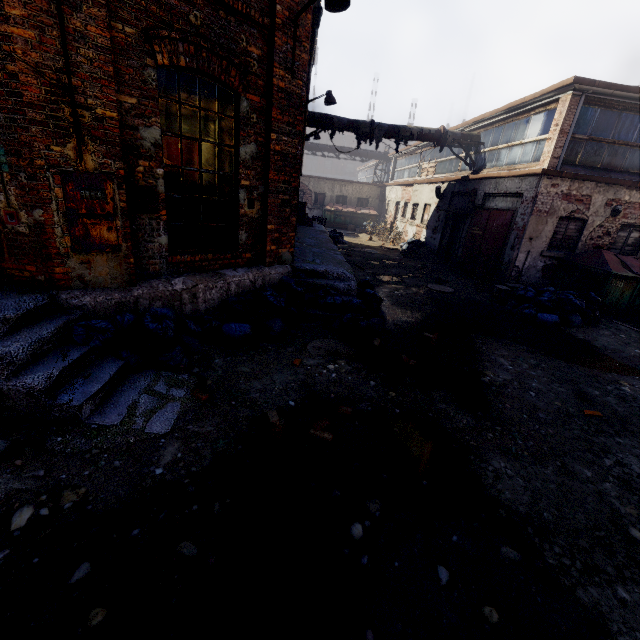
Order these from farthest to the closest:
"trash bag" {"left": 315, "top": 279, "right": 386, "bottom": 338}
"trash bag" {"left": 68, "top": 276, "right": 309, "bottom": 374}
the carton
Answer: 1. the carton
2. "trash bag" {"left": 315, "top": 279, "right": 386, "bottom": 338}
3. "trash bag" {"left": 68, "top": 276, "right": 309, "bottom": 374}

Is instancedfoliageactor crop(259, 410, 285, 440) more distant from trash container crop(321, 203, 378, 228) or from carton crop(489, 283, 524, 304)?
trash container crop(321, 203, 378, 228)

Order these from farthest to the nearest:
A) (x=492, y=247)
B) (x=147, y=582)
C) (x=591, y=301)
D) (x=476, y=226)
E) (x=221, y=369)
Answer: (x=476, y=226)
(x=492, y=247)
(x=591, y=301)
(x=221, y=369)
(x=147, y=582)

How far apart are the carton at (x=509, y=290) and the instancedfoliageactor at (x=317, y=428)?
8.2 meters

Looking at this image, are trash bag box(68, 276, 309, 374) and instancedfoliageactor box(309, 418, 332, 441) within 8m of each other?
yes

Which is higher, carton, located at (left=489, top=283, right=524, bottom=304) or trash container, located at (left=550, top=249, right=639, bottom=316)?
trash container, located at (left=550, top=249, right=639, bottom=316)

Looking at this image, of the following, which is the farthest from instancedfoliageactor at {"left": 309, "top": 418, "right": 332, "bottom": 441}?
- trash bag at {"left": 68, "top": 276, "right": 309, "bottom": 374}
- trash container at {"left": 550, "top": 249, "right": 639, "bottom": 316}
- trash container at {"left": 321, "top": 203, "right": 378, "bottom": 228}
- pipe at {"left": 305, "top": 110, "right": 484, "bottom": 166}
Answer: trash container at {"left": 321, "top": 203, "right": 378, "bottom": 228}

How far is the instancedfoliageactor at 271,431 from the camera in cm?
340
